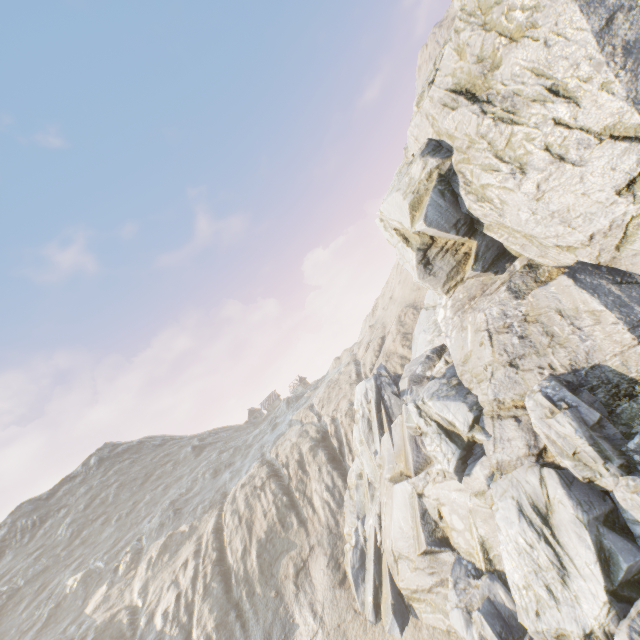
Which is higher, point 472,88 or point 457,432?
point 472,88
